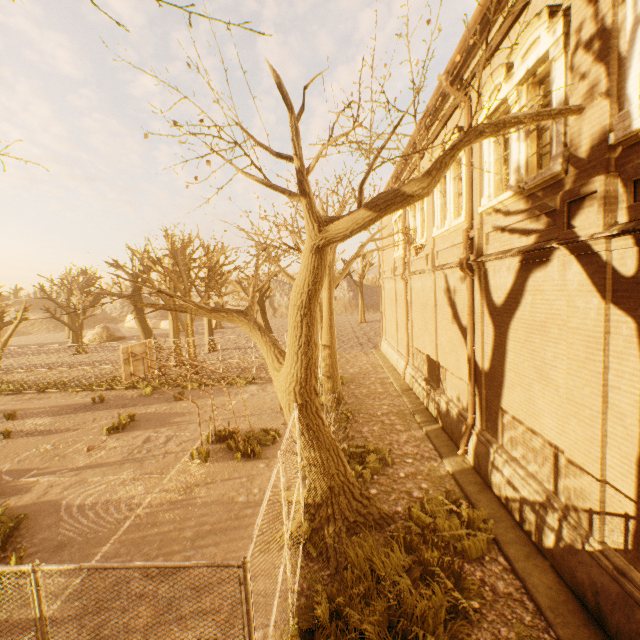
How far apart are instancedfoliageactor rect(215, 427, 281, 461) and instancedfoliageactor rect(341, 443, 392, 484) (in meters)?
2.50

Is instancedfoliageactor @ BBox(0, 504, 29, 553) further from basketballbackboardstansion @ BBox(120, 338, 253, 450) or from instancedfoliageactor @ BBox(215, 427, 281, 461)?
instancedfoliageactor @ BBox(215, 427, 281, 461)

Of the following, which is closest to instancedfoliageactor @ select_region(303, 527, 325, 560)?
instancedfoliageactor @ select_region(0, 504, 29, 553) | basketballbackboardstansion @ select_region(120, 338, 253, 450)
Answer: basketballbackboardstansion @ select_region(120, 338, 253, 450)

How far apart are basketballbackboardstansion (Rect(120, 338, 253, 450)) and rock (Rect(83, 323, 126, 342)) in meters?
38.3 m

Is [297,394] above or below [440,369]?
above

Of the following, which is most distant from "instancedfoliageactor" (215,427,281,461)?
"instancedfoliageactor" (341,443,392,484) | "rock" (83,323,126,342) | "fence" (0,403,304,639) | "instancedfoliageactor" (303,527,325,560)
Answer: "rock" (83,323,126,342)

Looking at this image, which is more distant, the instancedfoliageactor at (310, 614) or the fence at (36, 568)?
the instancedfoliageactor at (310, 614)

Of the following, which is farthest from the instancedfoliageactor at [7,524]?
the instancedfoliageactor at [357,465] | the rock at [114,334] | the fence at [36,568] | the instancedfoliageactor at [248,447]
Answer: the rock at [114,334]
